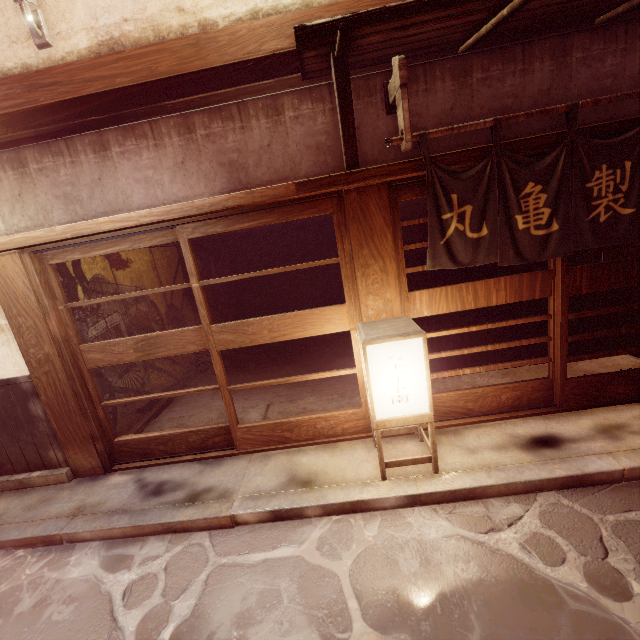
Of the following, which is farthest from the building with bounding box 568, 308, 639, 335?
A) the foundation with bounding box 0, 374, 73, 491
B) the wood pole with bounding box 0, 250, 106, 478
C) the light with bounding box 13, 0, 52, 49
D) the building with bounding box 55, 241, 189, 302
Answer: the foundation with bounding box 0, 374, 73, 491

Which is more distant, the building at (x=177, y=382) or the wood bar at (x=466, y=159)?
the building at (x=177, y=382)

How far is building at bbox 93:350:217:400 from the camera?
8.5m

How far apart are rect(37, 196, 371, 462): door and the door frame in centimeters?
1cm

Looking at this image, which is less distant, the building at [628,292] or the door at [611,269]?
the door at [611,269]

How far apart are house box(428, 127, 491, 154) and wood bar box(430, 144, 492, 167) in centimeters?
23cm

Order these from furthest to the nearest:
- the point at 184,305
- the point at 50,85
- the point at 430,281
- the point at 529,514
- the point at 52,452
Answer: the point at 430,281, the point at 184,305, the point at 52,452, the point at 50,85, the point at 529,514

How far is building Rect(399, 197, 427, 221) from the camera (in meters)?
12.87
